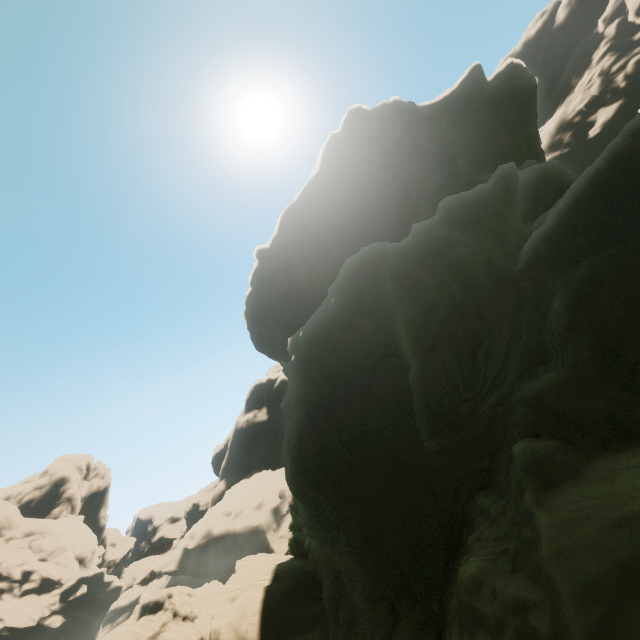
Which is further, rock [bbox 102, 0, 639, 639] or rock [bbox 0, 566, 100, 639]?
rock [bbox 0, 566, 100, 639]

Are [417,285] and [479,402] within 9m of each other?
yes

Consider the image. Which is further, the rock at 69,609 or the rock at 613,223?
the rock at 69,609
